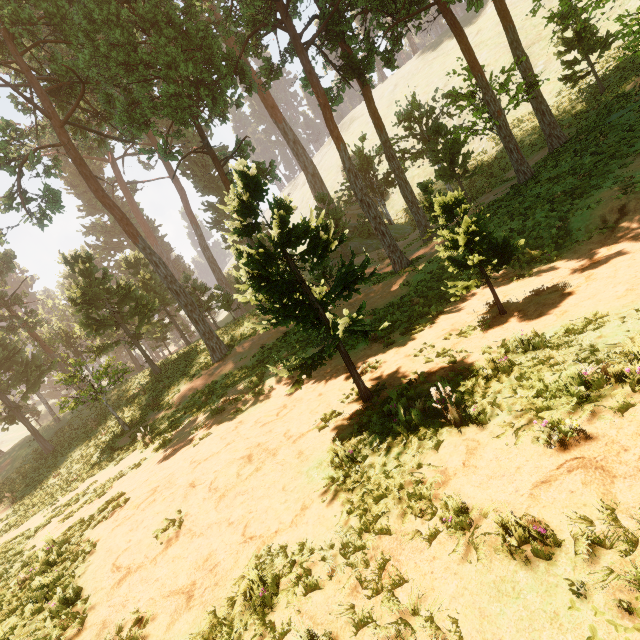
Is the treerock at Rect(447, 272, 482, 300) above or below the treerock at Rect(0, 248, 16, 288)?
below

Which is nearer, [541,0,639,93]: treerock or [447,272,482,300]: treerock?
[447,272,482,300]: treerock

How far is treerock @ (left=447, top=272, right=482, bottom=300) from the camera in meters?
8.4 m

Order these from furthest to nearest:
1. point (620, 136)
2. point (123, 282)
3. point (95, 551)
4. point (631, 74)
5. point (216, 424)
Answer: point (123, 282), point (631, 74), point (620, 136), point (216, 424), point (95, 551)

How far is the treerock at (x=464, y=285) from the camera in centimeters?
841cm

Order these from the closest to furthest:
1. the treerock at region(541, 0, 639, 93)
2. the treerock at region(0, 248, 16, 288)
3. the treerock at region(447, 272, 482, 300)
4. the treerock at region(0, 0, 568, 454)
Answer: the treerock at region(0, 0, 568, 454) < the treerock at region(447, 272, 482, 300) < the treerock at region(541, 0, 639, 93) < the treerock at region(0, 248, 16, 288)

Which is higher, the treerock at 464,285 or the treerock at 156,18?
the treerock at 156,18
